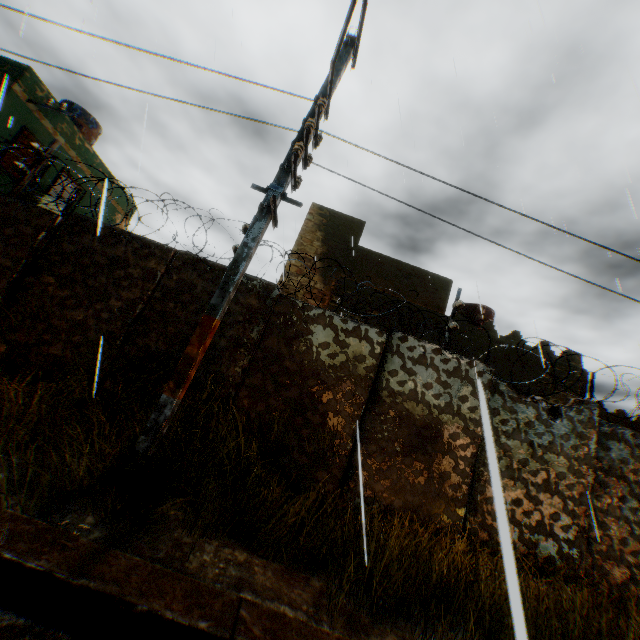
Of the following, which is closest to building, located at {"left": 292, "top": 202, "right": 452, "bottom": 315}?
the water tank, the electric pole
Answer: the electric pole

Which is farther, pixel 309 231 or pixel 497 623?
pixel 309 231

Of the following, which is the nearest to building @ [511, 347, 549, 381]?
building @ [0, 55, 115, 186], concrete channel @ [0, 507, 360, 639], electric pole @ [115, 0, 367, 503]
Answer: concrete channel @ [0, 507, 360, 639]

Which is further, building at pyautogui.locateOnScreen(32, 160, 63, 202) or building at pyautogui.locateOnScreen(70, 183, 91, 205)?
building at pyautogui.locateOnScreen(70, 183, 91, 205)

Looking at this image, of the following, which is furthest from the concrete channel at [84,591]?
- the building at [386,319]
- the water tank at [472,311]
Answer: the water tank at [472,311]

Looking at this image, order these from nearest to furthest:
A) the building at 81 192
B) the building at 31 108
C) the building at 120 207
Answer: the building at 31 108, the building at 81 192, the building at 120 207

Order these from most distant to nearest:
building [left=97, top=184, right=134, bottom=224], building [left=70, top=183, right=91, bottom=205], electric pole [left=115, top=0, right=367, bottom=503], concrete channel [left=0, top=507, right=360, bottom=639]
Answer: building [left=97, top=184, right=134, bottom=224] → building [left=70, top=183, right=91, bottom=205] → electric pole [left=115, top=0, right=367, bottom=503] → concrete channel [left=0, top=507, right=360, bottom=639]

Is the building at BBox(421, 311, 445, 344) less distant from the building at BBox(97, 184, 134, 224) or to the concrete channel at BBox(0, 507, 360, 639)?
the concrete channel at BBox(0, 507, 360, 639)
